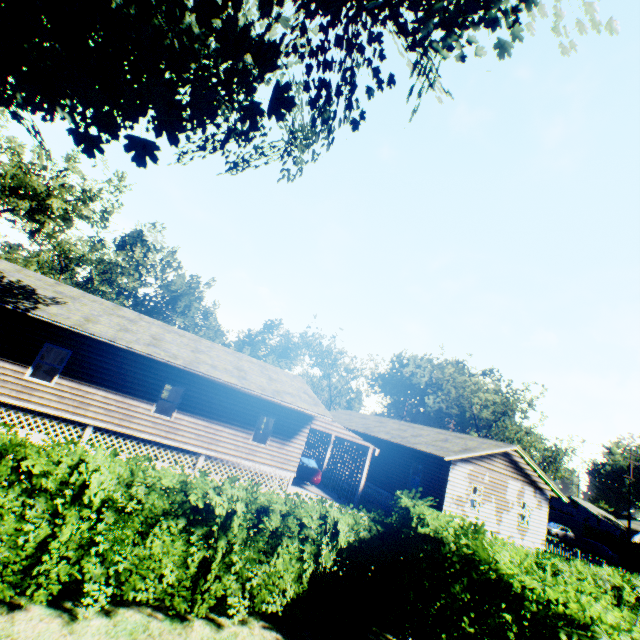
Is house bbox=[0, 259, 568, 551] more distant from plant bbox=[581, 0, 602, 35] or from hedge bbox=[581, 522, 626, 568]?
hedge bbox=[581, 522, 626, 568]

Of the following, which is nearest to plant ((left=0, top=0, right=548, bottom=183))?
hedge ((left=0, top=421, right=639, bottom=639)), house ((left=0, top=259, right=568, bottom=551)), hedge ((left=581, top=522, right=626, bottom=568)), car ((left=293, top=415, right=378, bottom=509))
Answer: hedge ((left=0, top=421, right=639, bottom=639))

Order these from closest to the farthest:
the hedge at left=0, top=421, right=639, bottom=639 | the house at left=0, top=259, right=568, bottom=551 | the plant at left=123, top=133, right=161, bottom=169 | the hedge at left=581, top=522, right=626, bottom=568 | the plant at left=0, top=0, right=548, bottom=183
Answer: the hedge at left=0, top=421, right=639, bottom=639
the plant at left=0, top=0, right=548, bottom=183
the plant at left=123, top=133, right=161, bottom=169
the house at left=0, top=259, right=568, bottom=551
the hedge at left=581, top=522, right=626, bottom=568

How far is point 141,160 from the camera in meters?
7.0 m

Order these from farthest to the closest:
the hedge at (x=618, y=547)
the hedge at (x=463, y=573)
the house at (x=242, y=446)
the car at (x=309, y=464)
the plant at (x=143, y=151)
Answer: the hedge at (x=618, y=547) < the car at (x=309, y=464) < the house at (x=242, y=446) < the plant at (x=143, y=151) < the hedge at (x=463, y=573)

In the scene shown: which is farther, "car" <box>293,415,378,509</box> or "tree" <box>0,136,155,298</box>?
"tree" <box>0,136,155,298</box>

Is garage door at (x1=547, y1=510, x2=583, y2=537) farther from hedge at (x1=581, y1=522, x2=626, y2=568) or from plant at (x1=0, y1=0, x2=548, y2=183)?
plant at (x1=0, y1=0, x2=548, y2=183)

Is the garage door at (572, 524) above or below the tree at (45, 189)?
below
